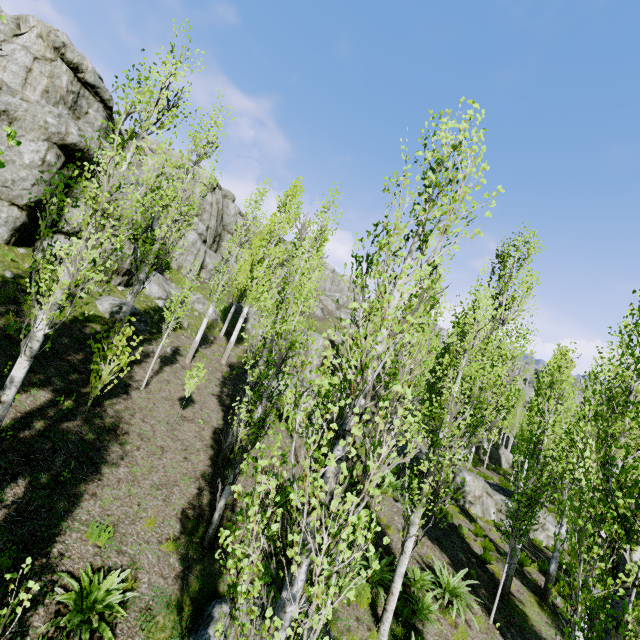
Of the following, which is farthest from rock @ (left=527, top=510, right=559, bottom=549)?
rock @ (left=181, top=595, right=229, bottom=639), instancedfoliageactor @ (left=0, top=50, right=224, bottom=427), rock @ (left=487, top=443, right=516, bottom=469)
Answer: rock @ (left=181, top=595, right=229, bottom=639)

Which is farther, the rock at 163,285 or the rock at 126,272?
the rock at 163,285

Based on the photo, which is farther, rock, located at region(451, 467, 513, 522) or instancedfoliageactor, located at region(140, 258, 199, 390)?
rock, located at region(451, 467, 513, 522)

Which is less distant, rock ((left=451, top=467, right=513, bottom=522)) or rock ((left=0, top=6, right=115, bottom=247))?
rock ((left=0, top=6, right=115, bottom=247))

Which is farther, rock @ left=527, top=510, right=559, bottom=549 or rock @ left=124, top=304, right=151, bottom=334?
rock @ left=527, top=510, right=559, bottom=549

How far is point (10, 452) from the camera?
6.3 meters

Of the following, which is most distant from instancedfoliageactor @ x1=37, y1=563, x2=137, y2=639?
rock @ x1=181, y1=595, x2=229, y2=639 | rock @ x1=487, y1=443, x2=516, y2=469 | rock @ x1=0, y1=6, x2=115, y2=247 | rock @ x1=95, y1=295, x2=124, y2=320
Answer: rock @ x1=487, y1=443, x2=516, y2=469

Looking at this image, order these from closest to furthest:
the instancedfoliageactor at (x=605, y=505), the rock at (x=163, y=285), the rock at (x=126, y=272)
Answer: the instancedfoliageactor at (x=605, y=505) < the rock at (x=126, y=272) < the rock at (x=163, y=285)
